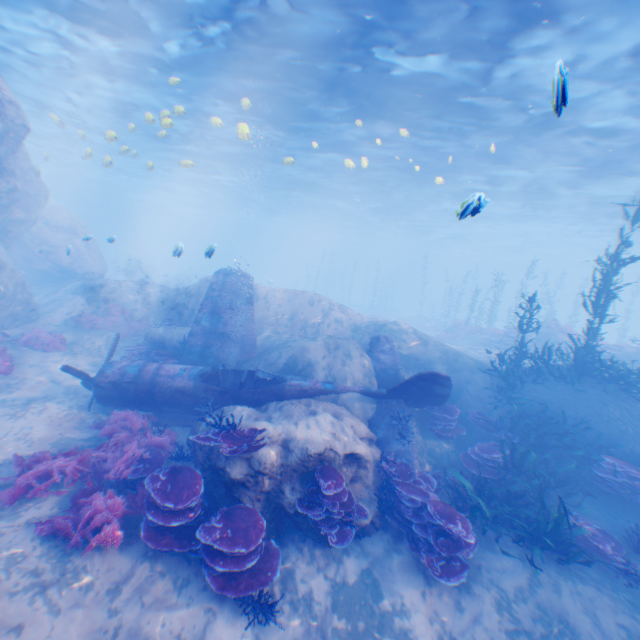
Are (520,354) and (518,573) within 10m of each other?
yes

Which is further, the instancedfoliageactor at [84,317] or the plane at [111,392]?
the instancedfoliageactor at [84,317]

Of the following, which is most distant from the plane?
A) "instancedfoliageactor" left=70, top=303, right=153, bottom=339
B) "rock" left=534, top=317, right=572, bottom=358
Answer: "rock" left=534, top=317, right=572, bottom=358

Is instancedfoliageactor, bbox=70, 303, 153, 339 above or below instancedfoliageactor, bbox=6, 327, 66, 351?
above

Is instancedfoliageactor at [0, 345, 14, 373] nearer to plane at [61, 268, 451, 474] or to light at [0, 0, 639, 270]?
plane at [61, 268, 451, 474]

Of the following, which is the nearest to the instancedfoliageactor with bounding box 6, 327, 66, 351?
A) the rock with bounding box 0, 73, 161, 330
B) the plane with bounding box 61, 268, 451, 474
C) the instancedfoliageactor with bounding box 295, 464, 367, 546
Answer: the rock with bounding box 0, 73, 161, 330

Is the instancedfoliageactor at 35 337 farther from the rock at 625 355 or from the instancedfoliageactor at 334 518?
the rock at 625 355

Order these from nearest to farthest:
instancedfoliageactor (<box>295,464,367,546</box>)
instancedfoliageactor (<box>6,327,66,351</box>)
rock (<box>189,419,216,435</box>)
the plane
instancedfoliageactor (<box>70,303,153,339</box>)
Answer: instancedfoliageactor (<box>295,464,367,546</box>)
rock (<box>189,419,216,435</box>)
the plane
instancedfoliageactor (<box>6,327,66,351</box>)
instancedfoliageactor (<box>70,303,153,339</box>)
